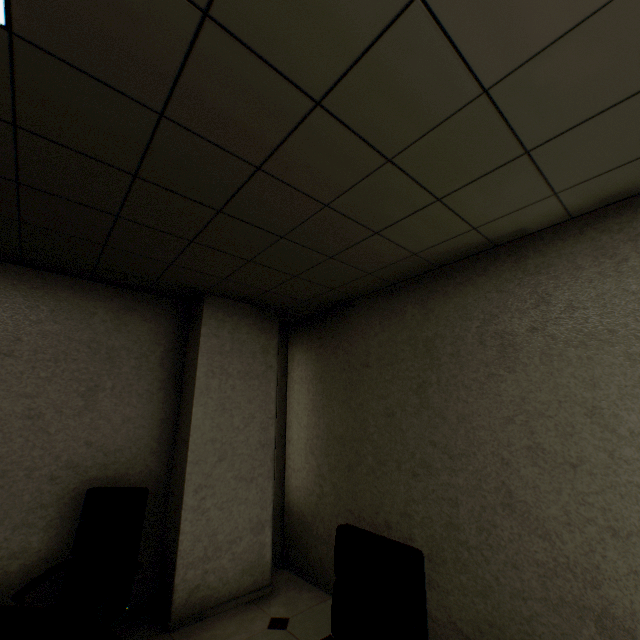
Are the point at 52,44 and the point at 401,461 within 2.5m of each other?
no

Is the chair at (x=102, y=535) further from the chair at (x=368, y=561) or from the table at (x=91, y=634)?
the chair at (x=368, y=561)

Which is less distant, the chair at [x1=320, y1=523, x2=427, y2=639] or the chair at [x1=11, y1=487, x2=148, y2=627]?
the chair at [x1=320, y1=523, x2=427, y2=639]

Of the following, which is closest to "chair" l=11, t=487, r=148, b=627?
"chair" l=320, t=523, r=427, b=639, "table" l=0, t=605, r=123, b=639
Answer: "table" l=0, t=605, r=123, b=639

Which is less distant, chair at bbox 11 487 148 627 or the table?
the table

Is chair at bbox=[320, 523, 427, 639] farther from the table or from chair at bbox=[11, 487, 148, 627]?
chair at bbox=[11, 487, 148, 627]

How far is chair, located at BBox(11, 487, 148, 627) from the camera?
2.08m

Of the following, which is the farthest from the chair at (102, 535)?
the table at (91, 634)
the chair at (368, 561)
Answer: the chair at (368, 561)
